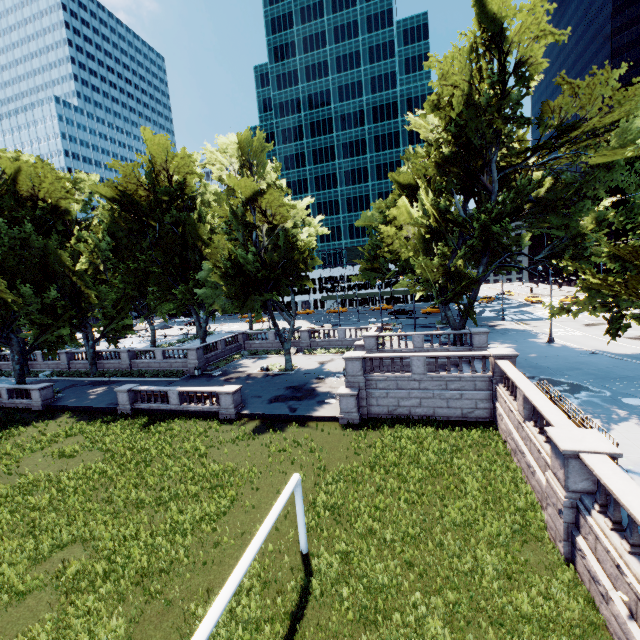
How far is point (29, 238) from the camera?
33.2 meters

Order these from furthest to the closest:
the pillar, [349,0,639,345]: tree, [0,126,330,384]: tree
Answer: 1. [0,126,330,384]: tree
2. [349,0,639,345]: tree
3. the pillar

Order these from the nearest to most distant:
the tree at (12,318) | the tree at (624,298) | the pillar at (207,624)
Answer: the pillar at (207,624), the tree at (624,298), the tree at (12,318)

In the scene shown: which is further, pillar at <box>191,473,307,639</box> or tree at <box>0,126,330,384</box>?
tree at <box>0,126,330,384</box>

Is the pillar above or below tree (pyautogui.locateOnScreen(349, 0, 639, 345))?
below

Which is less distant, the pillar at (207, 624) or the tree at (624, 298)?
the pillar at (207, 624)
